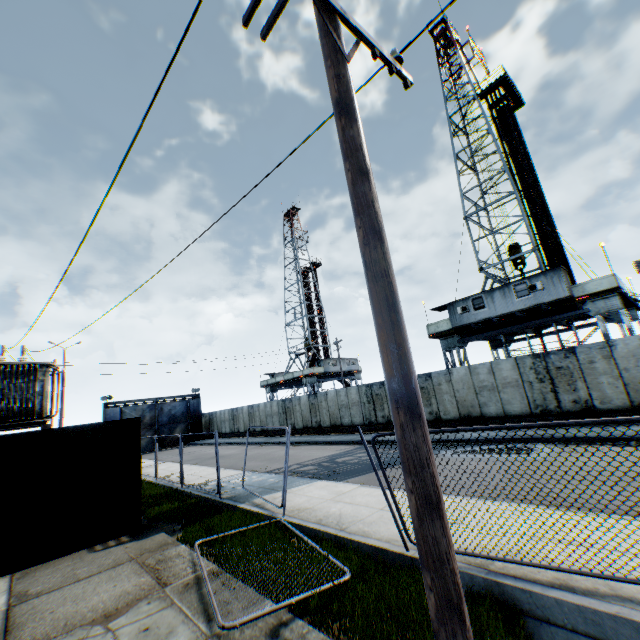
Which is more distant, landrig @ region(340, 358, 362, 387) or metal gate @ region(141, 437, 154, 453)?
landrig @ region(340, 358, 362, 387)

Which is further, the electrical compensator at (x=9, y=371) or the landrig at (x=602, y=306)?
the landrig at (x=602, y=306)

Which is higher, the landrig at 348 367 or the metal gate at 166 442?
the landrig at 348 367

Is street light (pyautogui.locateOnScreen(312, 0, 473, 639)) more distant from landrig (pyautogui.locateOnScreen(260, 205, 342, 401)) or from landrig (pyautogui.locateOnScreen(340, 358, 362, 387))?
landrig (pyautogui.locateOnScreen(260, 205, 342, 401))

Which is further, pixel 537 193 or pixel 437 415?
pixel 537 193

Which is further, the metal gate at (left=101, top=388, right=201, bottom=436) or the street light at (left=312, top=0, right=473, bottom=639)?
the metal gate at (left=101, top=388, right=201, bottom=436)

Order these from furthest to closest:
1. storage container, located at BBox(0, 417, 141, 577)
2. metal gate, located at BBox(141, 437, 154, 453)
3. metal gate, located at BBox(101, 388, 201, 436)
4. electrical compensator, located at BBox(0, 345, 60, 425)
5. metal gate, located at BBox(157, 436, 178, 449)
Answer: metal gate, located at BBox(157, 436, 178, 449), metal gate, located at BBox(141, 437, 154, 453), metal gate, located at BBox(101, 388, 201, 436), electrical compensator, located at BBox(0, 345, 60, 425), storage container, located at BBox(0, 417, 141, 577)

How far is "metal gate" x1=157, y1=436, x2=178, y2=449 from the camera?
39.4m
